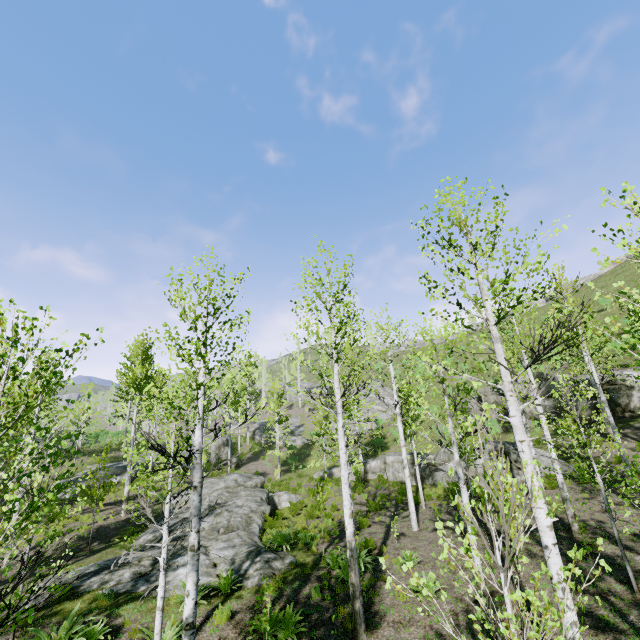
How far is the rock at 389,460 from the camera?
24.1 meters

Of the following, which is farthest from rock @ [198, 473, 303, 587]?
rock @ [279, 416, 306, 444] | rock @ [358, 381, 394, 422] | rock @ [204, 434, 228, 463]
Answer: rock @ [358, 381, 394, 422]

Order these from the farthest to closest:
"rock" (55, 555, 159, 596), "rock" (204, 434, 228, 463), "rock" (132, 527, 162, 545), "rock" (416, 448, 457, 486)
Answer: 1. "rock" (204, 434, 228, 463)
2. "rock" (416, 448, 457, 486)
3. "rock" (132, 527, 162, 545)
4. "rock" (55, 555, 159, 596)

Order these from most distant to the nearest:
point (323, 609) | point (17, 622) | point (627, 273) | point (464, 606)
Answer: point (627, 273) → point (323, 609) → point (464, 606) → point (17, 622)

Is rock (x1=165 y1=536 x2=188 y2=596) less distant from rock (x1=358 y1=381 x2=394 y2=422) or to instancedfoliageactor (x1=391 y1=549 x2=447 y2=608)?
instancedfoliageactor (x1=391 y1=549 x2=447 y2=608)

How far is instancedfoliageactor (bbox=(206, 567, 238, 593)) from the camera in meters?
9.9 m

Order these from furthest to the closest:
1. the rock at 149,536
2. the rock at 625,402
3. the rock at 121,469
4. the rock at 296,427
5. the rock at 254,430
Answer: the rock at 254,430, the rock at 296,427, the rock at 121,469, the rock at 625,402, the rock at 149,536

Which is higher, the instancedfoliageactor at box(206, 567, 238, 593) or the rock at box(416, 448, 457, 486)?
the rock at box(416, 448, 457, 486)
